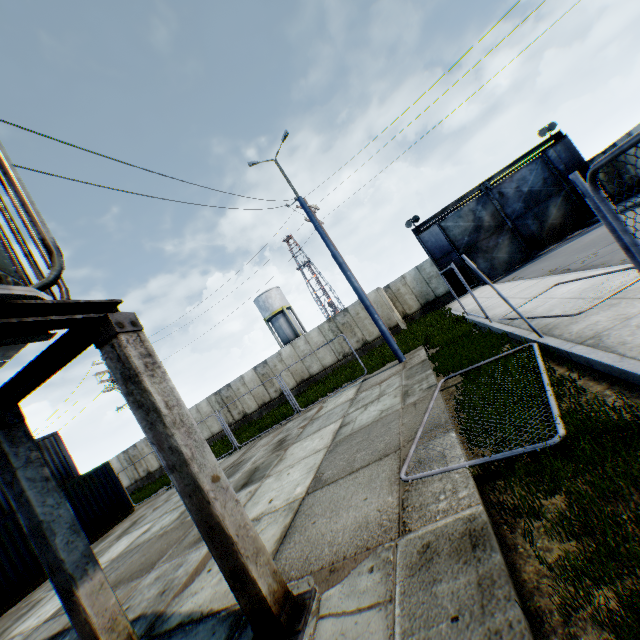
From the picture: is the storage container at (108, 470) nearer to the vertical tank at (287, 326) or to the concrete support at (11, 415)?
the concrete support at (11, 415)

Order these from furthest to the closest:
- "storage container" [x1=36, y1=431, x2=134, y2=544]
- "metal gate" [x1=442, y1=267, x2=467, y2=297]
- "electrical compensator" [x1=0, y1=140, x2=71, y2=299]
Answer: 1. "metal gate" [x1=442, y1=267, x2=467, y2=297]
2. "storage container" [x1=36, y1=431, x2=134, y2=544]
3. "electrical compensator" [x1=0, y1=140, x2=71, y2=299]

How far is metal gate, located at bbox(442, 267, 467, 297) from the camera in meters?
23.3 m

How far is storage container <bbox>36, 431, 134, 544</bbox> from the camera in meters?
15.0

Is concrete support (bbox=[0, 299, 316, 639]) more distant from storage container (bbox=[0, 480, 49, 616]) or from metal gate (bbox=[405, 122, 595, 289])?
metal gate (bbox=[405, 122, 595, 289])

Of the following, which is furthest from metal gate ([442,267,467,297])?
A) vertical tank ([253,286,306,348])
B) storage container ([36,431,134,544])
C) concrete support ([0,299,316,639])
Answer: storage container ([36,431,134,544])

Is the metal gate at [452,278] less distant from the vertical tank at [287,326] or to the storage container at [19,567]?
the vertical tank at [287,326]

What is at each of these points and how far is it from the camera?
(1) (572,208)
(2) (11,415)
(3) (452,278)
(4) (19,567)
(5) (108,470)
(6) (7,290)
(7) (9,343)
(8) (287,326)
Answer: (1) metal gate, 21.3m
(2) concrete support, 3.9m
(3) metal gate, 23.4m
(4) storage container, 12.3m
(5) storage container, 16.9m
(6) electrical compensator, 2.4m
(7) electrical compensator, 2.8m
(8) vertical tank, 42.7m
